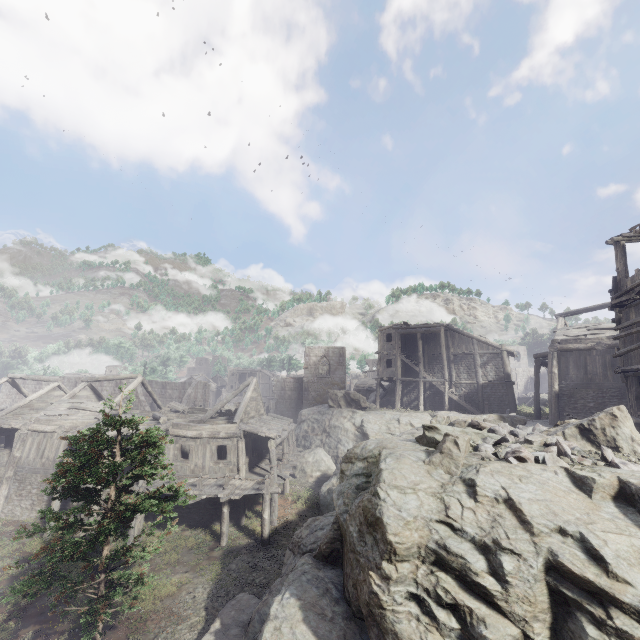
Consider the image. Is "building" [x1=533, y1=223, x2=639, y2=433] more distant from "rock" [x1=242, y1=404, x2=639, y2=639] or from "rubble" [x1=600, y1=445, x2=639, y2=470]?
"rubble" [x1=600, y1=445, x2=639, y2=470]

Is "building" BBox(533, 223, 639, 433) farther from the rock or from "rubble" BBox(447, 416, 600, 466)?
"rubble" BBox(447, 416, 600, 466)

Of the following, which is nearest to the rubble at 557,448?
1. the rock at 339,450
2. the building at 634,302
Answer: the rock at 339,450

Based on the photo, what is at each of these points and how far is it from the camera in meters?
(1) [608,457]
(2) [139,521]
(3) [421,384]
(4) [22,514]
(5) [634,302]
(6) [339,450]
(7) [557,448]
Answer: (1) rubble, 8.2 m
(2) building, 17.1 m
(3) building, 31.7 m
(4) building, 19.6 m
(5) building, 13.4 m
(6) rock, 27.8 m
(7) rubble, 8.4 m

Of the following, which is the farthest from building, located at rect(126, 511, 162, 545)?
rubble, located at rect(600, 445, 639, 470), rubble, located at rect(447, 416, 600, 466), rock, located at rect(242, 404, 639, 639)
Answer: rubble, located at rect(600, 445, 639, 470)

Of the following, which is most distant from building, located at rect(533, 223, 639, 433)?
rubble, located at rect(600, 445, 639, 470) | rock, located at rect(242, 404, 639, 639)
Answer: rubble, located at rect(600, 445, 639, 470)

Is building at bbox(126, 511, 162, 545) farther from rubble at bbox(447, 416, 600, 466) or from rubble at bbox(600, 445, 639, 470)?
rubble at bbox(600, 445, 639, 470)

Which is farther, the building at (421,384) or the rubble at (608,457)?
the building at (421,384)
